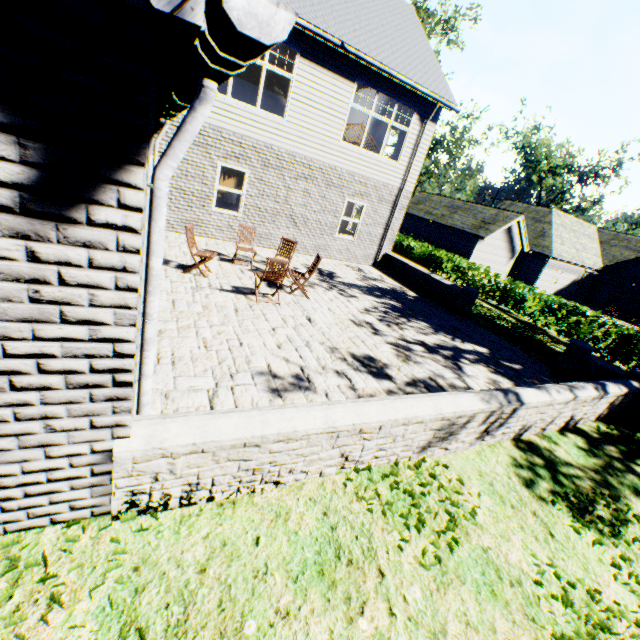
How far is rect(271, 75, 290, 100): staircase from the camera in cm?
1529

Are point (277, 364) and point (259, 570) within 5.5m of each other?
yes

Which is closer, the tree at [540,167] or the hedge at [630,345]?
the hedge at [630,345]

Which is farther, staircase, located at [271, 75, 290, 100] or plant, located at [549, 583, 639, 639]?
staircase, located at [271, 75, 290, 100]

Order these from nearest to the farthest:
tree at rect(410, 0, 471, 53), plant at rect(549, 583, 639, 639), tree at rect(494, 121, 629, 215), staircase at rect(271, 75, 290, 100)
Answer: plant at rect(549, 583, 639, 639) → staircase at rect(271, 75, 290, 100) → tree at rect(410, 0, 471, 53) → tree at rect(494, 121, 629, 215)

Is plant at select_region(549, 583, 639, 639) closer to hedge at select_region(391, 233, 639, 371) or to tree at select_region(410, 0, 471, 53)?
tree at select_region(410, 0, 471, 53)

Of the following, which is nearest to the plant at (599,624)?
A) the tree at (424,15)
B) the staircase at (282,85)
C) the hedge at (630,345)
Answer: the tree at (424,15)

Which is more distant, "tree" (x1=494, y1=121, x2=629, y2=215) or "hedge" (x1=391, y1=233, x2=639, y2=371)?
"tree" (x1=494, y1=121, x2=629, y2=215)
